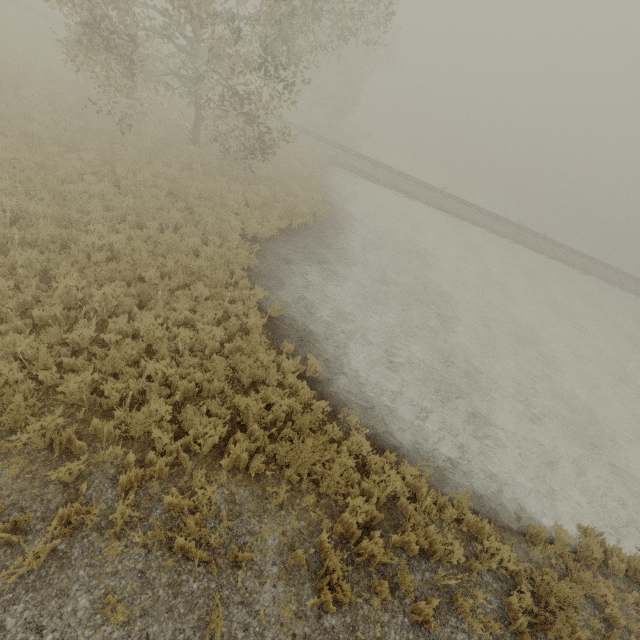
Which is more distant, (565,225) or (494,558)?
(565,225)
